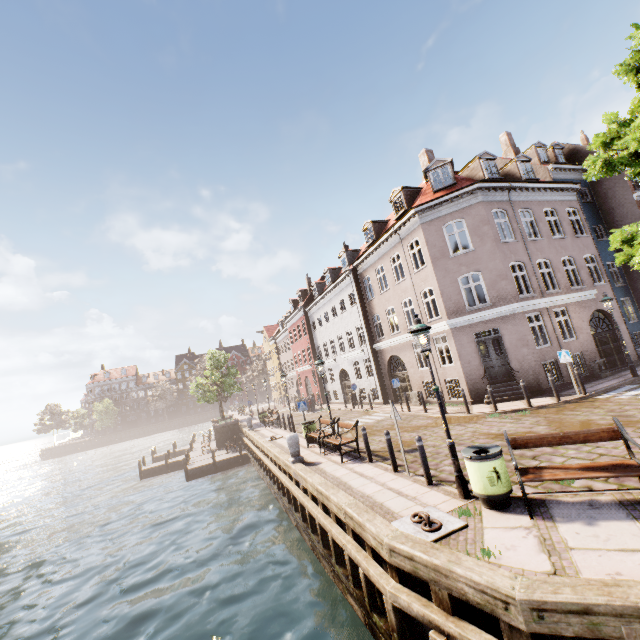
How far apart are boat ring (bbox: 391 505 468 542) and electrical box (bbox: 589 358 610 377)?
15.2m

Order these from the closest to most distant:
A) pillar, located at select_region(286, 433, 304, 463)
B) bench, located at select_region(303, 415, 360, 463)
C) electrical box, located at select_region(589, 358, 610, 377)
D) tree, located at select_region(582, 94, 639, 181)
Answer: tree, located at select_region(582, 94, 639, 181)
bench, located at select_region(303, 415, 360, 463)
pillar, located at select_region(286, 433, 304, 463)
electrical box, located at select_region(589, 358, 610, 377)

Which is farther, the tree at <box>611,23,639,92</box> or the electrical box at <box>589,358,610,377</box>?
the electrical box at <box>589,358,610,377</box>

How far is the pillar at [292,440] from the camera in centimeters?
1198cm

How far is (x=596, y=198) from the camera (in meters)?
23.66

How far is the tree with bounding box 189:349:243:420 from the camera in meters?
30.3

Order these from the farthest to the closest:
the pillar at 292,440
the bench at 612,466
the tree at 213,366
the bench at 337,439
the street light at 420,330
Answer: the tree at 213,366 < the pillar at 292,440 < the bench at 337,439 < the street light at 420,330 < the bench at 612,466

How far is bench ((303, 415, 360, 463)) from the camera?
11.1 meters
